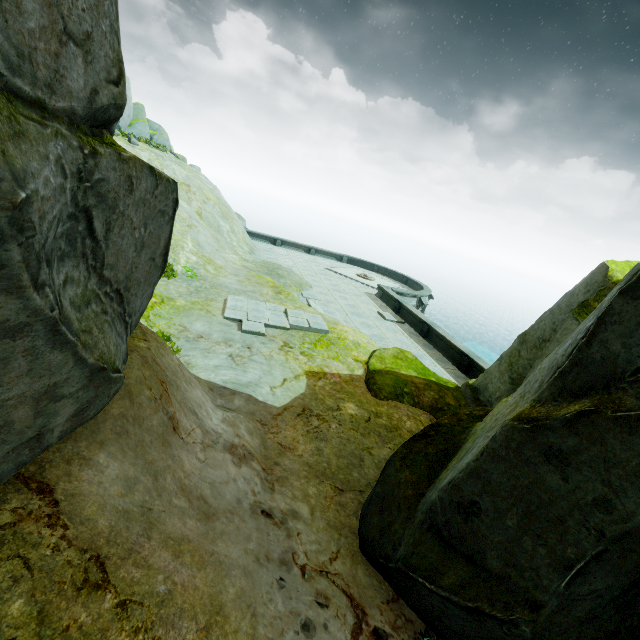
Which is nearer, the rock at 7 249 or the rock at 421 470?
the rock at 7 249

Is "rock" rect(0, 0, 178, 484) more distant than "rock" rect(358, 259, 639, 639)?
No

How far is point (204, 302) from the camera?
12.2 meters
